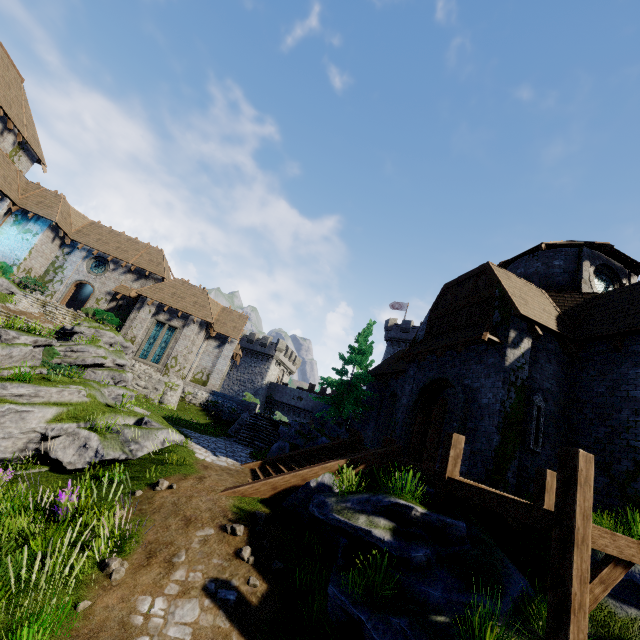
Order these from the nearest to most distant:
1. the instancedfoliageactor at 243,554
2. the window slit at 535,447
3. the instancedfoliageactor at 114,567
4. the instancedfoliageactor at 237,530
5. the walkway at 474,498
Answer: the walkway at 474,498 < the instancedfoliageactor at 114,567 < the instancedfoliageactor at 243,554 < the instancedfoliageactor at 237,530 < the window slit at 535,447

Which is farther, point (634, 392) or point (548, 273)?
point (548, 273)

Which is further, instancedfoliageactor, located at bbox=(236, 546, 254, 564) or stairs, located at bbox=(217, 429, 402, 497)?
stairs, located at bbox=(217, 429, 402, 497)

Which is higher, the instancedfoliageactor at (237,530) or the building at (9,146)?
the building at (9,146)

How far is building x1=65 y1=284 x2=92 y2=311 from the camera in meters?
33.4 m

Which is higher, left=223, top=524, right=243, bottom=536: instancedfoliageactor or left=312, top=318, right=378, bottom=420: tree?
left=312, top=318, right=378, bottom=420: tree

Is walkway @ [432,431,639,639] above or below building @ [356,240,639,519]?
below

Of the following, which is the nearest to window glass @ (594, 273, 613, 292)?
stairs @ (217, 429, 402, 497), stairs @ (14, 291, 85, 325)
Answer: stairs @ (217, 429, 402, 497)
